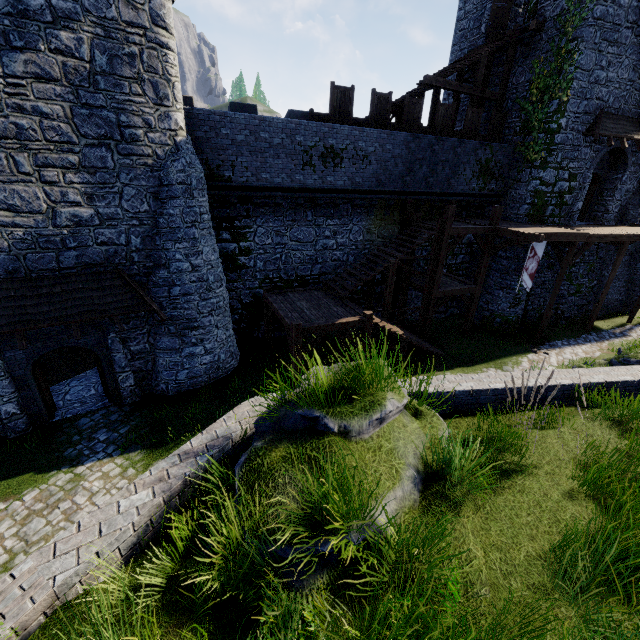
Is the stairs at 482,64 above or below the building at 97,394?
above

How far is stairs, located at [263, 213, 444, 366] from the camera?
11.97m

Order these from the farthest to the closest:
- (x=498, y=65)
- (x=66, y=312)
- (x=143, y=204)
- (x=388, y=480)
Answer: (x=498, y=65) < (x=143, y=204) < (x=66, y=312) < (x=388, y=480)

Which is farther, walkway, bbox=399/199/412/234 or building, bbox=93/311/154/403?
walkway, bbox=399/199/412/234

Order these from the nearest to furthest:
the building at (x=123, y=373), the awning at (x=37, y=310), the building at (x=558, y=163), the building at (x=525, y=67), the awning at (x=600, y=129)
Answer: the awning at (x=37, y=310) < the building at (x=123, y=373) < the building at (x=558, y=163) < the building at (x=525, y=67) < the awning at (x=600, y=129)

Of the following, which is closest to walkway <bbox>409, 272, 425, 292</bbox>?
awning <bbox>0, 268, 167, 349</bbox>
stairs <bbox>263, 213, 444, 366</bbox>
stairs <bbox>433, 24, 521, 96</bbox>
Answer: stairs <bbox>263, 213, 444, 366</bbox>

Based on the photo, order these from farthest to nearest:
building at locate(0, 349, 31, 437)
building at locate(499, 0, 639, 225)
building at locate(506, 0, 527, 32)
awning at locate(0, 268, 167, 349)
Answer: building at locate(506, 0, 527, 32), building at locate(499, 0, 639, 225), building at locate(0, 349, 31, 437), awning at locate(0, 268, 167, 349)

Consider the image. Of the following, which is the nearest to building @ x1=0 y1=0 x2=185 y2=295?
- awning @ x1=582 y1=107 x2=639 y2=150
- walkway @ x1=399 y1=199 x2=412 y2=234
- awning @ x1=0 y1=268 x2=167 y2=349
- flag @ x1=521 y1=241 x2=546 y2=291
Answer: awning @ x1=0 y1=268 x2=167 y2=349
